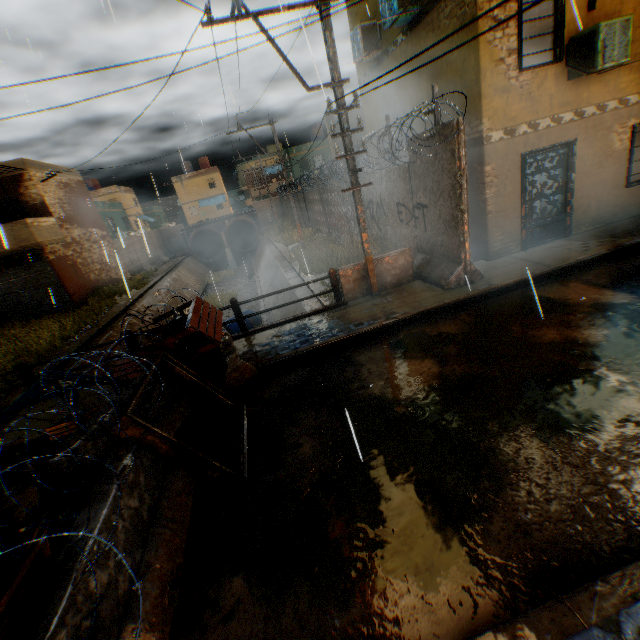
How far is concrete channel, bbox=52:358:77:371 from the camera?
Result: 11.0 meters

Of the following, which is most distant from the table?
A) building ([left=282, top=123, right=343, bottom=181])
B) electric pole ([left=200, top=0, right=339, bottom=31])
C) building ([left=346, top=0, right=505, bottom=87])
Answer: building ([left=282, top=123, right=343, bottom=181])

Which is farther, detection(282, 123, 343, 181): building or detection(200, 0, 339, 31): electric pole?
detection(282, 123, 343, 181): building

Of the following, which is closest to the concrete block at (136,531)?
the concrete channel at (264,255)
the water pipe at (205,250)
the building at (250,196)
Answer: the concrete channel at (264,255)

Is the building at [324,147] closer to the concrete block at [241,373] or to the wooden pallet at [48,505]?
the concrete block at [241,373]

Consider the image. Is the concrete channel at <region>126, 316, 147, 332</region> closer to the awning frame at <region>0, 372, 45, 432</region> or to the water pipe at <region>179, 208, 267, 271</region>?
the water pipe at <region>179, 208, 267, 271</region>

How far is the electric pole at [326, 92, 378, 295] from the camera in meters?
6.6

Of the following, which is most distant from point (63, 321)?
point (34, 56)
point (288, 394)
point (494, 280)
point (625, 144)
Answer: point (625, 144)
